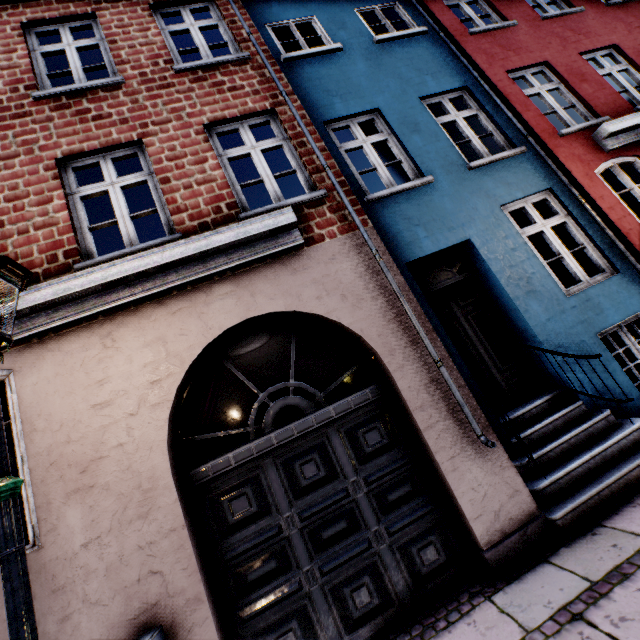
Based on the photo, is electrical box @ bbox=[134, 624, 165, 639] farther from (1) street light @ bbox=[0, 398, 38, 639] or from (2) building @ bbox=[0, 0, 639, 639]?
(1) street light @ bbox=[0, 398, 38, 639]

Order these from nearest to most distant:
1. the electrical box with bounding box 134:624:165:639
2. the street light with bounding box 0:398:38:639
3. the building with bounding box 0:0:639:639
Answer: the street light with bounding box 0:398:38:639 → the electrical box with bounding box 134:624:165:639 → the building with bounding box 0:0:639:639

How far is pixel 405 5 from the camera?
7.0 meters

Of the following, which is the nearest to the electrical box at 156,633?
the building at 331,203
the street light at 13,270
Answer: the building at 331,203

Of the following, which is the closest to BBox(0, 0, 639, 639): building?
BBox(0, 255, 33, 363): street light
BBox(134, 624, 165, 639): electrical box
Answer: BBox(134, 624, 165, 639): electrical box
